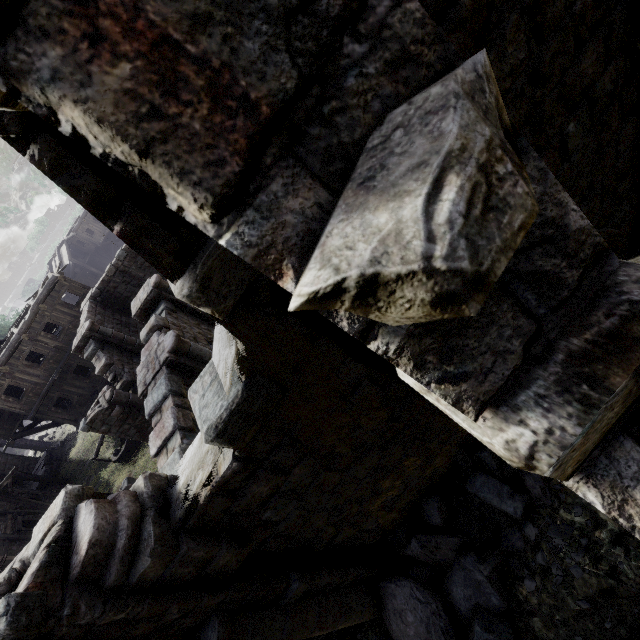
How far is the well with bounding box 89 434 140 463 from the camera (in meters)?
18.87

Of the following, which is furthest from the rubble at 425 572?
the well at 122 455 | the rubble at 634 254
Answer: the well at 122 455

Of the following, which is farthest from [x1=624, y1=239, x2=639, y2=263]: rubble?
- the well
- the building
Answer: the well

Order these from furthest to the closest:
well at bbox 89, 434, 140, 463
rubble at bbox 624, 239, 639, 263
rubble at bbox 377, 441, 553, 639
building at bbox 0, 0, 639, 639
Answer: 1. well at bbox 89, 434, 140, 463
2. rubble at bbox 624, 239, 639, 263
3. rubble at bbox 377, 441, 553, 639
4. building at bbox 0, 0, 639, 639

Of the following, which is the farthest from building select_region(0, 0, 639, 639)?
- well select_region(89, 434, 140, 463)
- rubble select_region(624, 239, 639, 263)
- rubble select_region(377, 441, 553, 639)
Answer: well select_region(89, 434, 140, 463)

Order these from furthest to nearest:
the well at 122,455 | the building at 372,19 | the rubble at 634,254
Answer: the well at 122,455 → the rubble at 634,254 → the building at 372,19

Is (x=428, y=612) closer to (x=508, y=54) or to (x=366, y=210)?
(x=366, y=210)

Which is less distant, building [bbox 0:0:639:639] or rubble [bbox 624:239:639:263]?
Result: building [bbox 0:0:639:639]
